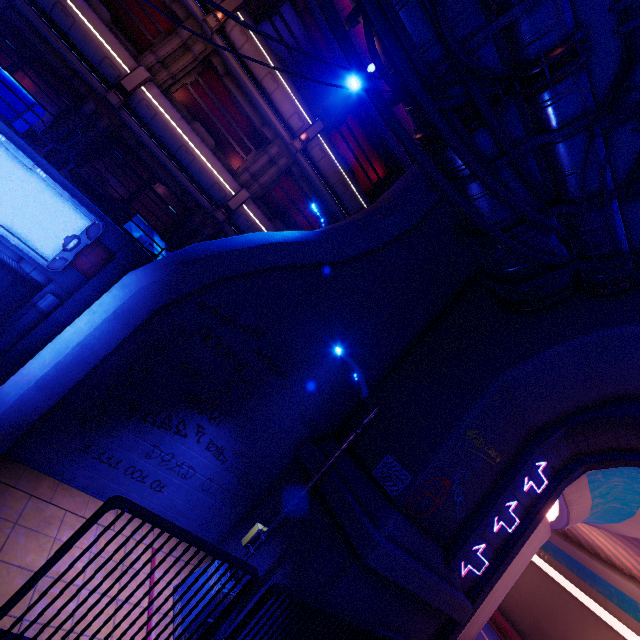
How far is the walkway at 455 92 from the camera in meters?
5.6 m

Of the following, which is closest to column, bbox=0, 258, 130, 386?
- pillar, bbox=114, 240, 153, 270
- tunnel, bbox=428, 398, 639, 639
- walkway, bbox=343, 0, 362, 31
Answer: pillar, bbox=114, 240, 153, 270

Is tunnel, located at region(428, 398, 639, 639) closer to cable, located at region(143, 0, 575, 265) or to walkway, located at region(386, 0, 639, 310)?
walkway, located at region(386, 0, 639, 310)

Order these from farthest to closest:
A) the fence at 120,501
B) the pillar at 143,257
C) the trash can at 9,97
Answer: the pillar at 143,257, the trash can at 9,97, the fence at 120,501

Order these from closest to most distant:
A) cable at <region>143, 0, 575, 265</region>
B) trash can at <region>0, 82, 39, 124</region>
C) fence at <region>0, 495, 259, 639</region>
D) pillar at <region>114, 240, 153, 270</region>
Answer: fence at <region>0, 495, 259, 639</region>
cable at <region>143, 0, 575, 265</region>
trash can at <region>0, 82, 39, 124</region>
pillar at <region>114, 240, 153, 270</region>

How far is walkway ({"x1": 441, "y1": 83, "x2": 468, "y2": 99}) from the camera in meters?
5.6 m

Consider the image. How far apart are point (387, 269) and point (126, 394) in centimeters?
721cm

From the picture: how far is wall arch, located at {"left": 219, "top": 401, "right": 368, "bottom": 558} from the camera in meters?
8.3 m
